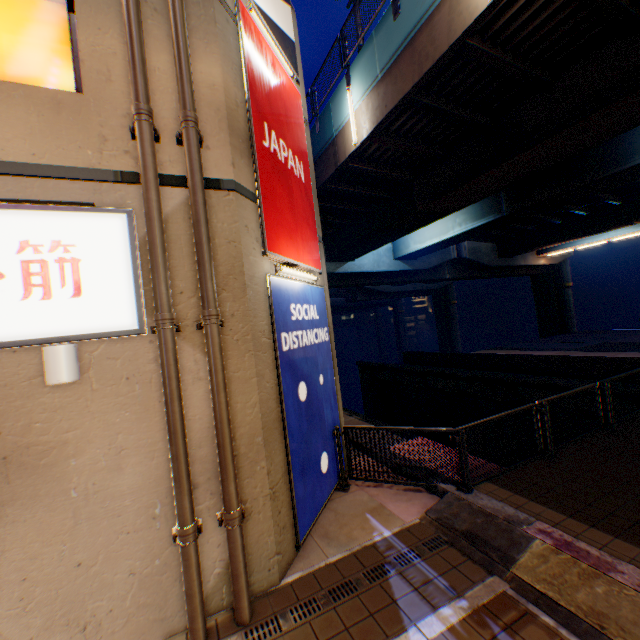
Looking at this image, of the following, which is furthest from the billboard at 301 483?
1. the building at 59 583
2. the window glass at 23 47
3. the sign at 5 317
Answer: the window glass at 23 47

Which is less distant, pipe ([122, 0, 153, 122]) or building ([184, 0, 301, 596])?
pipe ([122, 0, 153, 122])

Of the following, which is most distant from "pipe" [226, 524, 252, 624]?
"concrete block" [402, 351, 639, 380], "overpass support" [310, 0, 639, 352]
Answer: "concrete block" [402, 351, 639, 380]

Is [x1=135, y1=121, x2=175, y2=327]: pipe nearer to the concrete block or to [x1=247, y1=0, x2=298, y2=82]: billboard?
[x1=247, y1=0, x2=298, y2=82]: billboard

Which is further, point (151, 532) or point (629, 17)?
point (629, 17)

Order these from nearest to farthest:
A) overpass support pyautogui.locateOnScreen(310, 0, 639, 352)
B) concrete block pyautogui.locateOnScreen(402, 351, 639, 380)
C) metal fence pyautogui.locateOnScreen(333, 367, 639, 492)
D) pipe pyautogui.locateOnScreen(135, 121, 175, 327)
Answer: pipe pyautogui.locateOnScreen(135, 121, 175, 327)
metal fence pyautogui.locateOnScreen(333, 367, 639, 492)
overpass support pyautogui.locateOnScreen(310, 0, 639, 352)
concrete block pyautogui.locateOnScreen(402, 351, 639, 380)

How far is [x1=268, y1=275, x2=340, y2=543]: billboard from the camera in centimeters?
525cm

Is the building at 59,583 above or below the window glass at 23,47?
below
